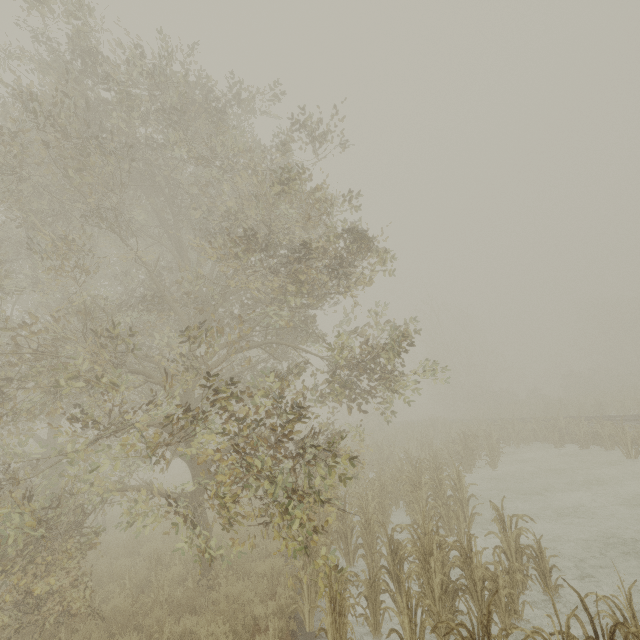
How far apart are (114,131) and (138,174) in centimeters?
149cm
